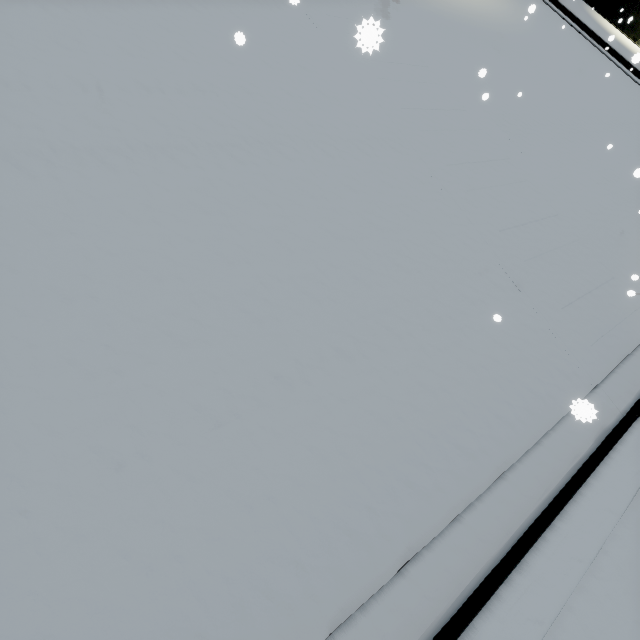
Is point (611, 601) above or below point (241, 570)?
above
